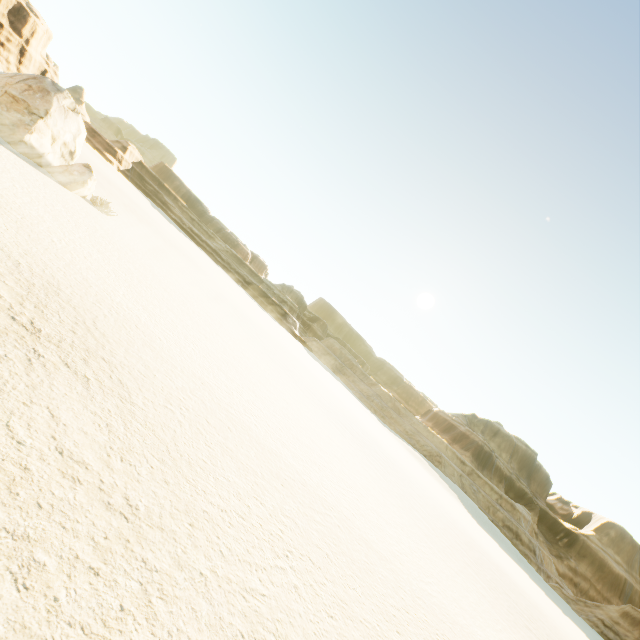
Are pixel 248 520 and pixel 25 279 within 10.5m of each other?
yes
